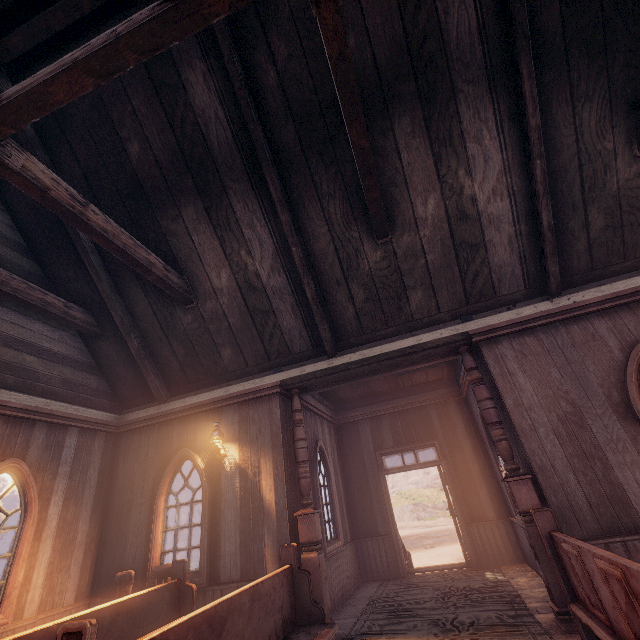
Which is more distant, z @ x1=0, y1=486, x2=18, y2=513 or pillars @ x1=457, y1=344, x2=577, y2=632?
z @ x1=0, y1=486, x2=18, y2=513

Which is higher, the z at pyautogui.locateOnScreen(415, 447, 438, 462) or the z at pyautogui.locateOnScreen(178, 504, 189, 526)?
the z at pyautogui.locateOnScreen(415, 447, 438, 462)

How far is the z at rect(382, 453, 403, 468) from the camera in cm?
4127

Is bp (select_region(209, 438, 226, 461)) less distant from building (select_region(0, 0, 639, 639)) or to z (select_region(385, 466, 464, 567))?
building (select_region(0, 0, 639, 639))

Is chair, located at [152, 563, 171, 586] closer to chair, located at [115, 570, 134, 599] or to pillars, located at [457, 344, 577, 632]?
chair, located at [115, 570, 134, 599]

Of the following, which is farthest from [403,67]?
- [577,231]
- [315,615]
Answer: [315,615]

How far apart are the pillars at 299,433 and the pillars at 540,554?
2.9m

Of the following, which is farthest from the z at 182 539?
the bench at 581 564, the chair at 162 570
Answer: the chair at 162 570
